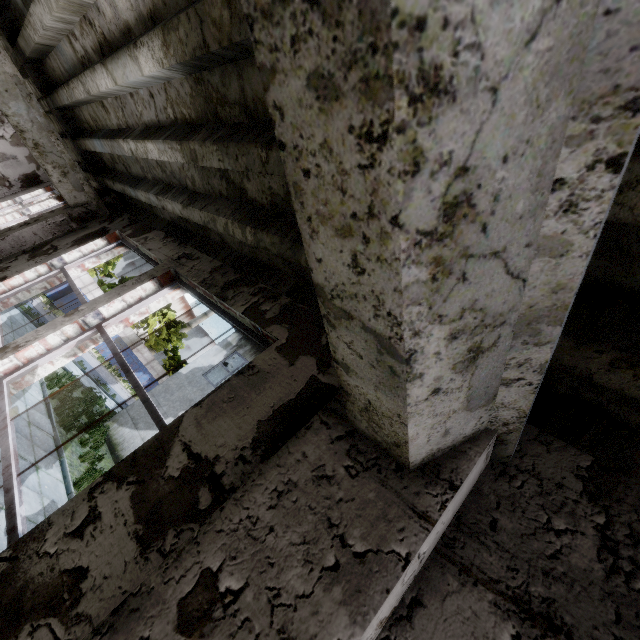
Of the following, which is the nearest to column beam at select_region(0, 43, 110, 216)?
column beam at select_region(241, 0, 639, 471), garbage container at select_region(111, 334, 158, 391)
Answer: column beam at select_region(241, 0, 639, 471)

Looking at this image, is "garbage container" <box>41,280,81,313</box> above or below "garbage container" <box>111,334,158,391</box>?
below

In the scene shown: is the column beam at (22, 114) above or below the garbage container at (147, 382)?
above

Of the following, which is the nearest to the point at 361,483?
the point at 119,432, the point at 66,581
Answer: the point at 66,581

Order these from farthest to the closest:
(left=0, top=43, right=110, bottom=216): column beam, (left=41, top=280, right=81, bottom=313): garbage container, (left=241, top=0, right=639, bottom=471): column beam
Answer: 1. (left=41, top=280, right=81, bottom=313): garbage container
2. (left=0, top=43, right=110, bottom=216): column beam
3. (left=241, top=0, right=639, bottom=471): column beam

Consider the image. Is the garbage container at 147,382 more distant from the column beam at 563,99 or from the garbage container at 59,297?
the column beam at 563,99

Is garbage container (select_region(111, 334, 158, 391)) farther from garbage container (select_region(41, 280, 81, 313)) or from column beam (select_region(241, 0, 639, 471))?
column beam (select_region(241, 0, 639, 471))

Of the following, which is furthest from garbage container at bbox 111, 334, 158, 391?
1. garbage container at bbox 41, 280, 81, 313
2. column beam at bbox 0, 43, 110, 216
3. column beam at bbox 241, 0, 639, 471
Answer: column beam at bbox 241, 0, 639, 471
